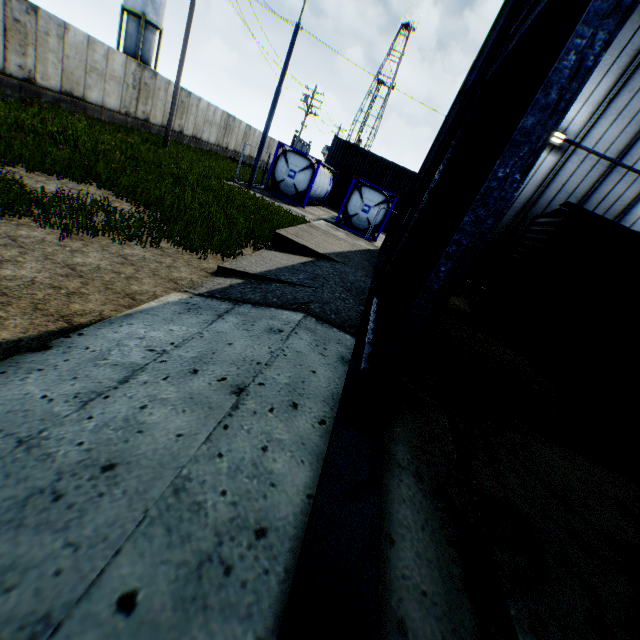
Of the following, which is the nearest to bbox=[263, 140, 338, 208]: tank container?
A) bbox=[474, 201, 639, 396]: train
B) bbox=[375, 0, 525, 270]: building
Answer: bbox=[375, 0, 525, 270]: building

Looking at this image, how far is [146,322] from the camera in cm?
406

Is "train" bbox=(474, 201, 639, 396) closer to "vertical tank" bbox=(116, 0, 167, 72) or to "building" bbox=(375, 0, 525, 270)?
"building" bbox=(375, 0, 525, 270)

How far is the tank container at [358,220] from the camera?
19.6 meters

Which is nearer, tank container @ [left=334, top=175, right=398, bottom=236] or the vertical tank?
tank container @ [left=334, top=175, right=398, bottom=236]

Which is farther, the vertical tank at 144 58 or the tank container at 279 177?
the vertical tank at 144 58

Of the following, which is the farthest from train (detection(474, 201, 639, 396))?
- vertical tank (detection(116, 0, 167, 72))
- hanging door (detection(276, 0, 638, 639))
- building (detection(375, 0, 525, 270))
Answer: vertical tank (detection(116, 0, 167, 72))

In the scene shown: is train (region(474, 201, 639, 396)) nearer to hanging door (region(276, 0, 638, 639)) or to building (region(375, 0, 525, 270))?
building (region(375, 0, 525, 270))
